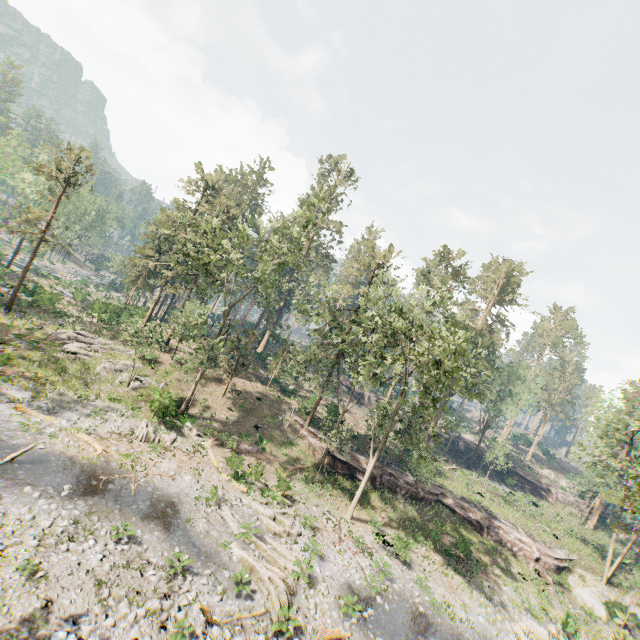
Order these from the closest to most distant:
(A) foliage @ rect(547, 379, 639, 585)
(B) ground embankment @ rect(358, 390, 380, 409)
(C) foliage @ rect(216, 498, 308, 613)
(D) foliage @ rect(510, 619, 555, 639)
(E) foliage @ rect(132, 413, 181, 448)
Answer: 1. (C) foliage @ rect(216, 498, 308, 613)
2. (D) foliage @ rect(510, 619, 555, 639)
3. (E) foliage @ rect(132, 413, 181, 448)
4. (A) foliage @ rect(547, 379, 639, 585)
5. (B) ground embankment @ rect(358, 390, 380, 409)

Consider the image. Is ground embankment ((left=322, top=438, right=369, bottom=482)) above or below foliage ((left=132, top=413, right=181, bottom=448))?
above

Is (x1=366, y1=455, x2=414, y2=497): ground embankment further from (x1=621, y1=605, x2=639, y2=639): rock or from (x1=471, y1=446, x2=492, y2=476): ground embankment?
(x1=471, y1=446, x2=492, y2=476): ground embankment

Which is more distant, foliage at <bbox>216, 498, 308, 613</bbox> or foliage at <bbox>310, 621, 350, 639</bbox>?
foliage at <bbox>216, 498, 308, 613</bbox>

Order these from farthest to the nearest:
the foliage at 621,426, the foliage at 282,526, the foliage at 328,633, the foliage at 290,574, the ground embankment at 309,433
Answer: the ground embankment at 309,433, the foliage at 621,426, the foliage at 282,526, the foliage at 290,574, the foliage at 328,633

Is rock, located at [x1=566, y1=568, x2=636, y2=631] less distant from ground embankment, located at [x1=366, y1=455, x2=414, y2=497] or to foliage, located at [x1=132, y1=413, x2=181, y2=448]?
ground embankment, located at [x1=366, y1=455, x2=414, y2=497]

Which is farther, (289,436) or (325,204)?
(289,436)

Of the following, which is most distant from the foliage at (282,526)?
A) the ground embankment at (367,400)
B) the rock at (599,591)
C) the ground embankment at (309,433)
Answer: the ground embankment at (367,400)
